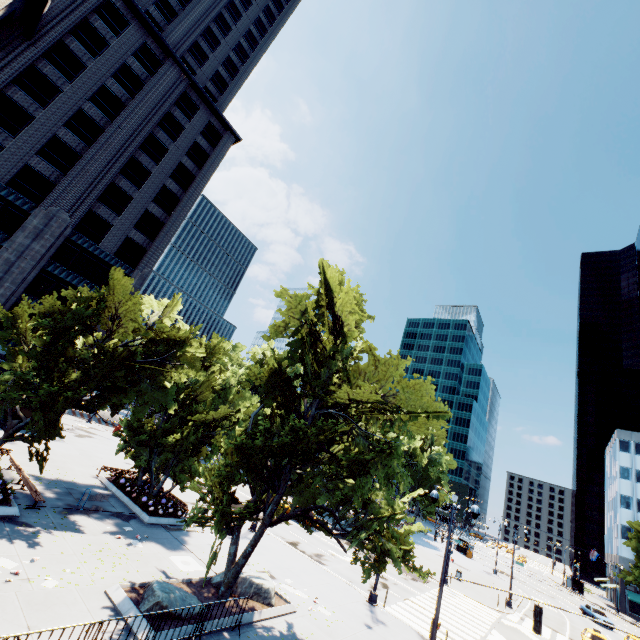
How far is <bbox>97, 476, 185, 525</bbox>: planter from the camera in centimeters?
1931cm

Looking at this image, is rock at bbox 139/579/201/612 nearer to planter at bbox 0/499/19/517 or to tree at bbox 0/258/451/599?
tree at bbox 0/258/451/599

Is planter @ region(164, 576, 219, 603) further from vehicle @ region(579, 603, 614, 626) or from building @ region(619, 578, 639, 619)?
vehicle @ region(579, 603, 614, 626)

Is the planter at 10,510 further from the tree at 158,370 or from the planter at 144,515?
the planter at 144,515

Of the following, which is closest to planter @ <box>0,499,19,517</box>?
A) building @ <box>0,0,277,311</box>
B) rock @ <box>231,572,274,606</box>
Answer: rock @ <box>231,572,274,606</box>

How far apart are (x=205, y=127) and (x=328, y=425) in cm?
4723

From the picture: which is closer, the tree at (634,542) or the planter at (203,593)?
the planter at (203,593)

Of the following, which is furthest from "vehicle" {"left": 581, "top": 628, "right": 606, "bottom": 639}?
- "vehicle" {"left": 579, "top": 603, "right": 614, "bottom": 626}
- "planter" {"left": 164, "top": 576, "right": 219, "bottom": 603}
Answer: "planter" {"left": 164, "top": 576, "right": 219, "bottom": 603}
